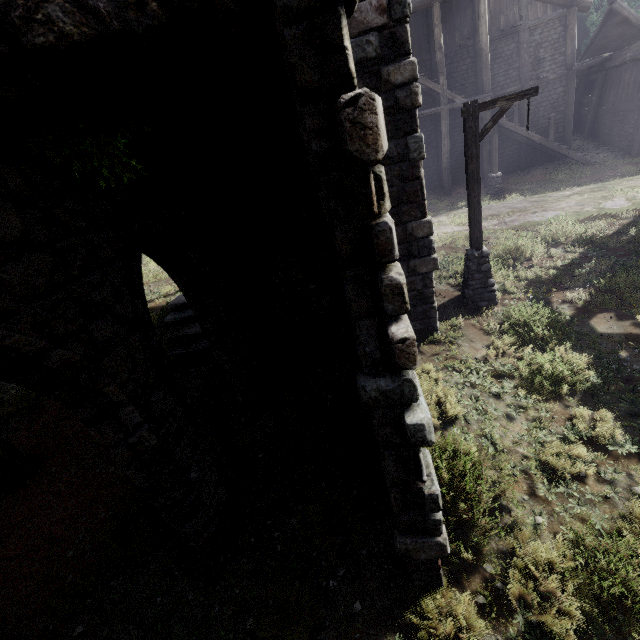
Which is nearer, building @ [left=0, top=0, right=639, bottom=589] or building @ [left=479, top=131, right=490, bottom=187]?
building @ [left=0, top=0, right=639, bottom=589]

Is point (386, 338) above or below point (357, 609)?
above

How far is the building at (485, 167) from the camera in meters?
19.3 m

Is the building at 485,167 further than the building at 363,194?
Yes

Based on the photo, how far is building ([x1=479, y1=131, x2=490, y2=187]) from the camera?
19.3m
